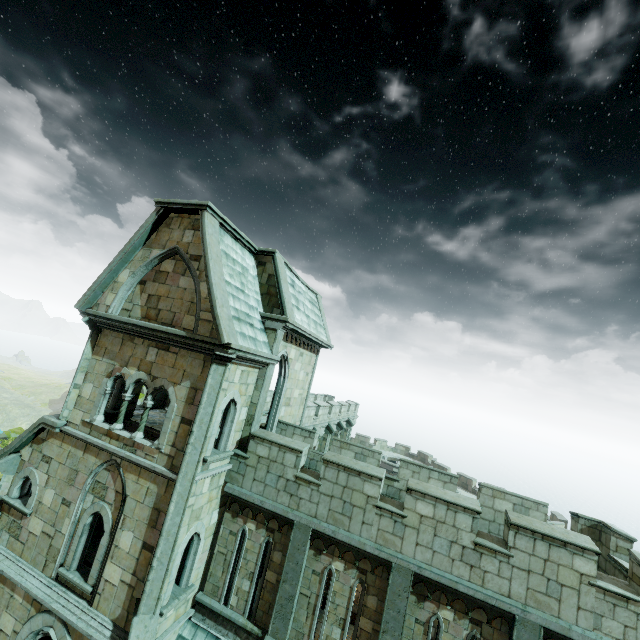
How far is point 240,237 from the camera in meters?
12.7
